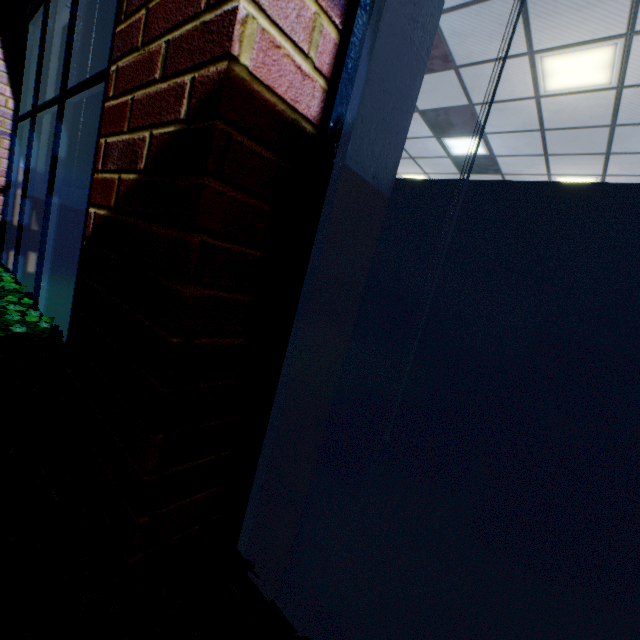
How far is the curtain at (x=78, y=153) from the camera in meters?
2.9 m

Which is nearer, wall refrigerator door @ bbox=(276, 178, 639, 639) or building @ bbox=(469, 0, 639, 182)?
wall refrigerator door @ bbox=(276, 178, 639, 639)

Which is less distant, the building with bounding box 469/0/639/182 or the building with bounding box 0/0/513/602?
the building with bounding box 0/0/513/602

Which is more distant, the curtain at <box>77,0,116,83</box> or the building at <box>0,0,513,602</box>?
the curtain at <box>77,0,116,83</box>

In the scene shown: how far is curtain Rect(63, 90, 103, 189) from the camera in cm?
287

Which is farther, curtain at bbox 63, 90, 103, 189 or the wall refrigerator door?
curtain at bbox 63, 90, 103, 189

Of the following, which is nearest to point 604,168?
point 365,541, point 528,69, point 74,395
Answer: point 528,69

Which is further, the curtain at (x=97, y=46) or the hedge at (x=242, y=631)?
the curtain at (x=97, y=46)
